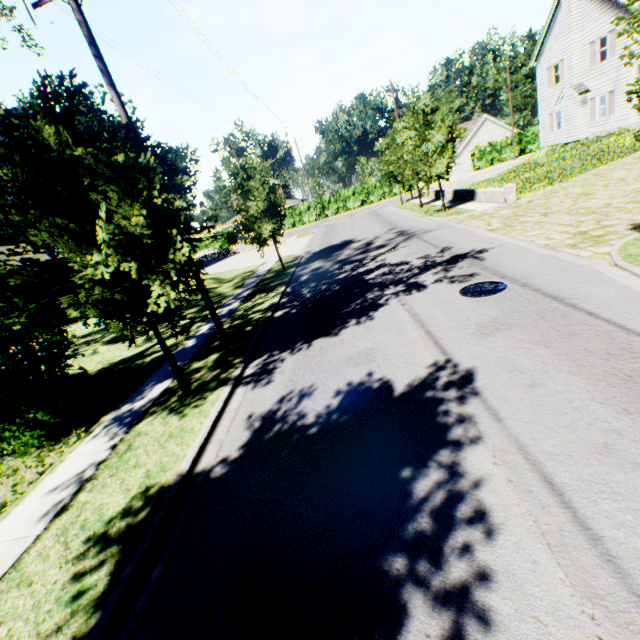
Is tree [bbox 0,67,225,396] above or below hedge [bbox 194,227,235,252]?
above

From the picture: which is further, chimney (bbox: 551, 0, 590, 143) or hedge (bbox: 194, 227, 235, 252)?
hedge (bbox: 194, 227, 235, 252)

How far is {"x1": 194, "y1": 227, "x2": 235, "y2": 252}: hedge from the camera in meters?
53.4 m

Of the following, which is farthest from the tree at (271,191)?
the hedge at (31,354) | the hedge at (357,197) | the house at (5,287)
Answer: the hedge at (357,197)

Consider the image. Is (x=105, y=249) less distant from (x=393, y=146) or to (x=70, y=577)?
(x=70, y=577)

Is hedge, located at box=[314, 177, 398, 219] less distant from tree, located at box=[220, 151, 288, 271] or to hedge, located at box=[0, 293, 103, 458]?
tree, located at box=[220, 151, 288, 271]

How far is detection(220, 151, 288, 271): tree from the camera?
16.1m

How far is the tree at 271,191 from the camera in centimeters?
1606cm
